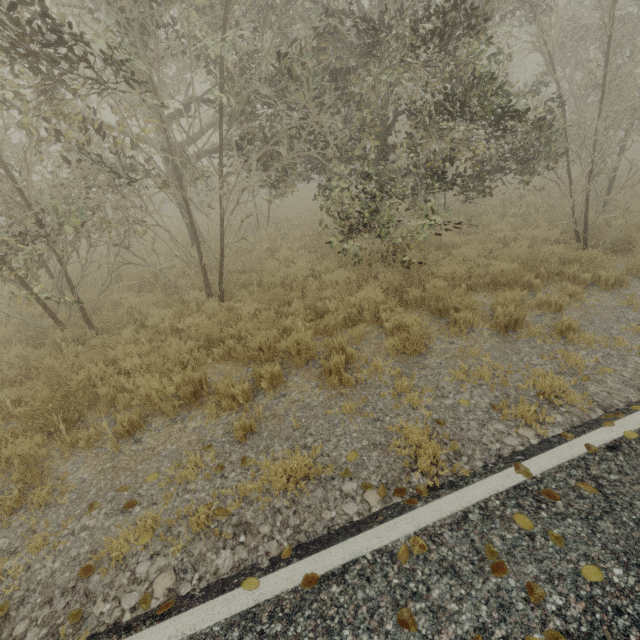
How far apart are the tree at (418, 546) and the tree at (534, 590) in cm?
76

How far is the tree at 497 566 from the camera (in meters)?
2.43

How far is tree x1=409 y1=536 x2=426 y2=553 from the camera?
2.6m

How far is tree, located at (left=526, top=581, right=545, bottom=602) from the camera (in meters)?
2.26

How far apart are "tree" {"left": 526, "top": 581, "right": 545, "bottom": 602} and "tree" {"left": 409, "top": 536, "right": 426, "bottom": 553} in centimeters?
76cm

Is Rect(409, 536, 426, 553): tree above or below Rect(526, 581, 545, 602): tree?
below

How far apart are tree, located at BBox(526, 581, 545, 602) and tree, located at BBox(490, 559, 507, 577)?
0.37m

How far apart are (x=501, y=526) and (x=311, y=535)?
1.7m
